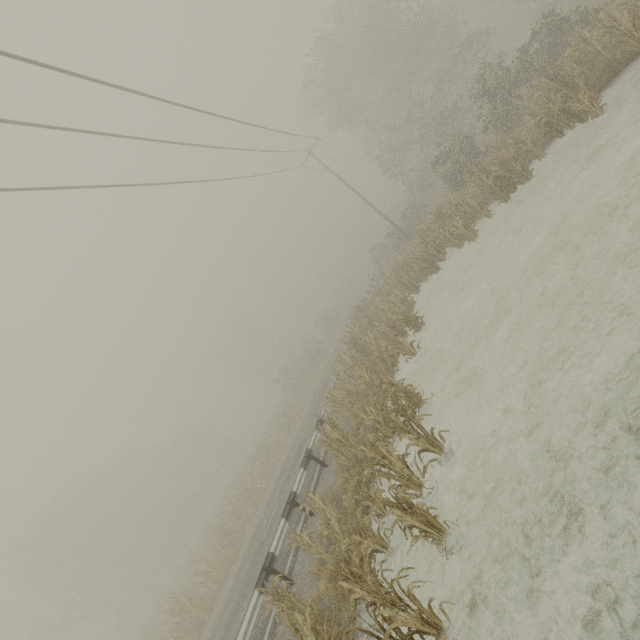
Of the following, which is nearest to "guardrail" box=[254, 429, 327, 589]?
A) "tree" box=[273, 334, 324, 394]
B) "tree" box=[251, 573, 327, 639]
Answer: "tree" box=[251, 573, 327, 639]

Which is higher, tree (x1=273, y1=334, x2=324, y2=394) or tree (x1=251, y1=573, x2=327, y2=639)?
tree (x1=273, y1=334, x2=324, y2=394)

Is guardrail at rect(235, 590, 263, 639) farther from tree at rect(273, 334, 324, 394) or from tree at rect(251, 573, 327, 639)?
tree at rect(273, 334, 324, 394)

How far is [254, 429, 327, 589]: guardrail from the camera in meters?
8.8 m

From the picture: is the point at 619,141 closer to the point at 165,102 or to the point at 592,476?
the point at 592,476

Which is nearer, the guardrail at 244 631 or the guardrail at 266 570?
the guardrail at 244 631

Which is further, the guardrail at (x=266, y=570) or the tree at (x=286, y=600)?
the guardrail at (x=266, y=570)
